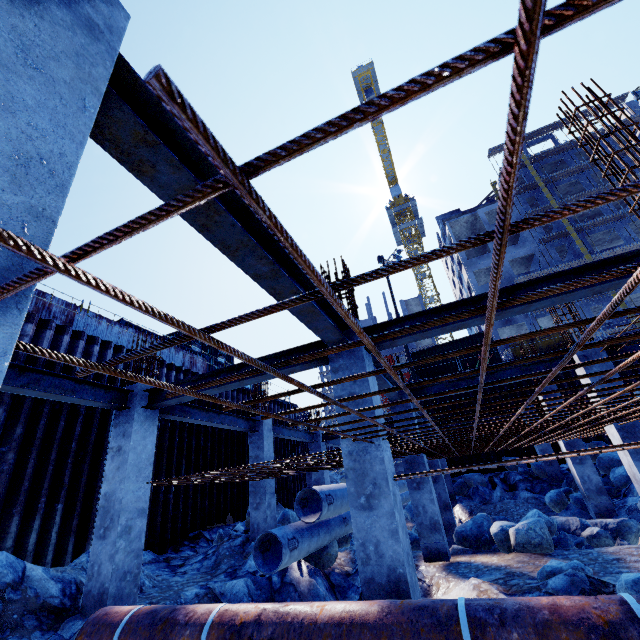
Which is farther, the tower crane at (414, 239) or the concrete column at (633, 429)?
the tower crane at (414, 239)

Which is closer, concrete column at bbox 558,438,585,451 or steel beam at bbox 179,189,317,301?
steel beam at bbox 179,189,317,301

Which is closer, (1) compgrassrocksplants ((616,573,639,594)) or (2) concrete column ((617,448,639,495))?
(1) compgrassrocksplants ((616,573,639,594))

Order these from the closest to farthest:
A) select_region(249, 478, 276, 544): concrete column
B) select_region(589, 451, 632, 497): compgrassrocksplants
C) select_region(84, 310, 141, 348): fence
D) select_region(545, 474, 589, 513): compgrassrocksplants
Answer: select_region(249, 478, 276, 544): concrete column → select_region(545, 474, 589, 513): compgrassrocksplants → select_region(589, 451, 632, 497): compgrassrocksplants → select_region(84, 310, 141, 348): fence

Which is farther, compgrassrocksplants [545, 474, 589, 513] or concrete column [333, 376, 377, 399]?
compgrassrocksplants [545, 474, 589, 513]

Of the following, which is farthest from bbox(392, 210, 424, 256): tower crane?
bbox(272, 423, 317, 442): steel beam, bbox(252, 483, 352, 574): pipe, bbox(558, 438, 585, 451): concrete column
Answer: bbox(272, 423, 317, 442): steel beam

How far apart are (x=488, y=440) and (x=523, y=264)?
40.7m

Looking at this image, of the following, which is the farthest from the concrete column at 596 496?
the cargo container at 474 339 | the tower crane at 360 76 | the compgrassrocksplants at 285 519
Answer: the tower crane at 360 76
